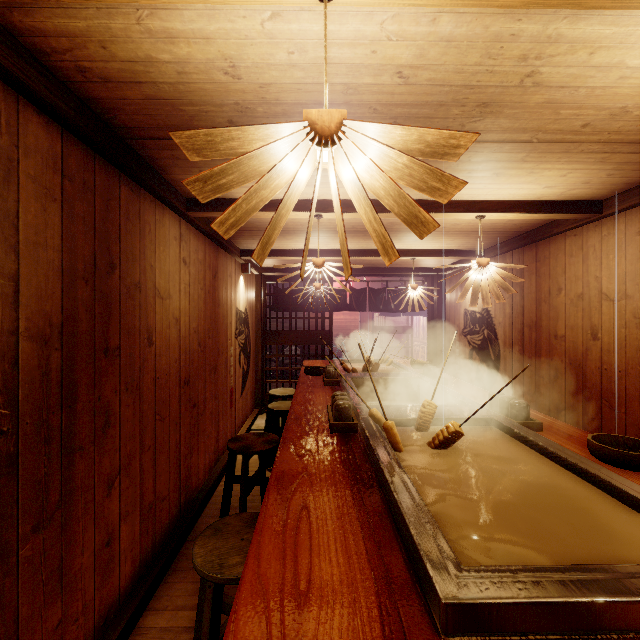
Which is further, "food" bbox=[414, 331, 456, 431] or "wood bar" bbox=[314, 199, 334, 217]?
"wood bar" bbox=[314, 199, 334, 217]

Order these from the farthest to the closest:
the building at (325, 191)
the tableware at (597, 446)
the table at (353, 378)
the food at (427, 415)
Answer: the table at (353, 378), the building at (325, 191), the food at (427, 415), the tableware at (597, 446)

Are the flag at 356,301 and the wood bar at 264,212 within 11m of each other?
yes

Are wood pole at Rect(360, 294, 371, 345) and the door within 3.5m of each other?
no

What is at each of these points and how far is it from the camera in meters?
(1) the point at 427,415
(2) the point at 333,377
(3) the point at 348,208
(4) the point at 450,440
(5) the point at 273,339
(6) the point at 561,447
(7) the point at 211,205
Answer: (1) food, 3.6 m
(2) tableware, 6.4 m
(3) wood bar, 5.1 m
(4) food, 3.0 m
(5) door, 11.9 m
(6) table, 2.9 m
(7) wood bar, 5.0 m

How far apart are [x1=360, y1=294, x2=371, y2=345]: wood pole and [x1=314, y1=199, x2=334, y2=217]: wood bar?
16.0 meters

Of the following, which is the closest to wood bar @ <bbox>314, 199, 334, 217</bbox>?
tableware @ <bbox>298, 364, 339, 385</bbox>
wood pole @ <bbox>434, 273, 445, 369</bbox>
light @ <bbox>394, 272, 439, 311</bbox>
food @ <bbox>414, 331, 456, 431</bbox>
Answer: food @ <bbox>414, 331, 456, 431</bbox>

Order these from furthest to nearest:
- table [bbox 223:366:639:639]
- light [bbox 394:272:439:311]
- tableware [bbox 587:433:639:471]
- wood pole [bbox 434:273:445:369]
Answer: wood pole [bbox 434:273:445:369]
light [bbox 394:272:439:311]
tableware [bbox 587:433:639:471]
table [bbox 223:366:639:639]
